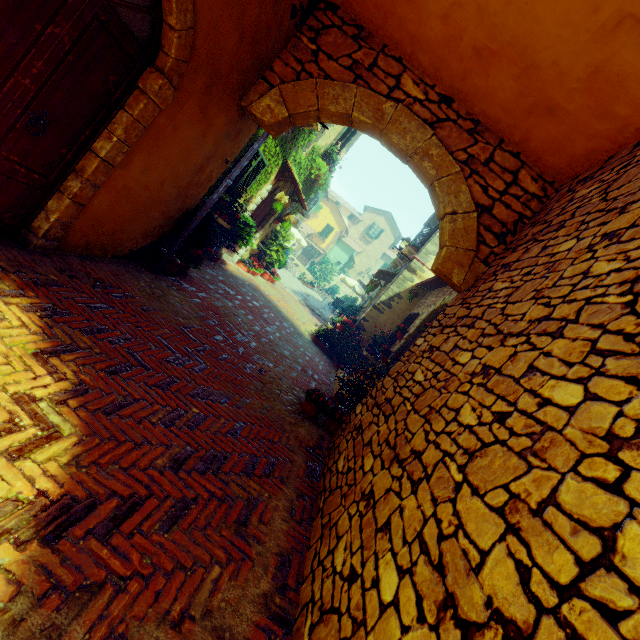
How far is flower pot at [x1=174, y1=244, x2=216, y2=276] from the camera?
5.9m

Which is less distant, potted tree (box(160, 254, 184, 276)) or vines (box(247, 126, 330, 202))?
potted tree (box(160, 254, 184, 276))

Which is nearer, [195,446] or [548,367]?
[548,367]

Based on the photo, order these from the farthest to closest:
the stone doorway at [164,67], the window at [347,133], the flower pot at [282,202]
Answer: the window at [347,133], the flower pot at [282,202], the stone doorway at [164,67]

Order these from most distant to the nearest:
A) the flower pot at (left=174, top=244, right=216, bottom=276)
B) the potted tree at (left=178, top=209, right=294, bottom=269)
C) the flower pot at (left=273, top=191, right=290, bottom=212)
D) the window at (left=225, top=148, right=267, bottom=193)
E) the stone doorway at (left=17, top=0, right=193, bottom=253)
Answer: the flower pot at (left=273, top=191, right=290, bottom=212)
the window at (left=225, top=148, right=267, bottom=193)
the flower pot at (left=174, top=244, right=216, bottom=276)
the potted tree at (left=178, top=209, right=294, bottom=269)
the stone doorway at (left=17, top=0, right=193, bottom=253)

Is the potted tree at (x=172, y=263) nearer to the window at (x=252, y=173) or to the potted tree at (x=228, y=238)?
the window at (x=252, y=173)

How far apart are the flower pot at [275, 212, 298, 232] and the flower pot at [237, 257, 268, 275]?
1.62m

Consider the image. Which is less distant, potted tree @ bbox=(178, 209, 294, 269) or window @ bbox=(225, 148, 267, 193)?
potted tree @ bbox=(178, 209, 294, 269)
